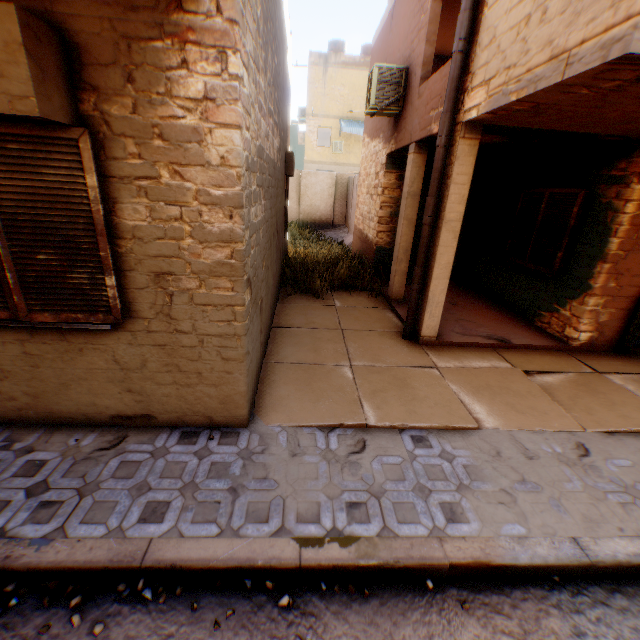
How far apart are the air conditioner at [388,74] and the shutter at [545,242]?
3.3m

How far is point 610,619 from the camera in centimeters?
228cm

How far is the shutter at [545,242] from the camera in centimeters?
588cm

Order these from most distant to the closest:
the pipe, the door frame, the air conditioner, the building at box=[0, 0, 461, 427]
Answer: the air conditioner → the door frame → the pipe → the building at box=[0, 0, 461, 427]

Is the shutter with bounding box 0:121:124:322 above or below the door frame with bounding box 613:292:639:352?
above

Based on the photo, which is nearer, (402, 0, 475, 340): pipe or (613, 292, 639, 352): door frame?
(402, 0, 475, 340): pipe

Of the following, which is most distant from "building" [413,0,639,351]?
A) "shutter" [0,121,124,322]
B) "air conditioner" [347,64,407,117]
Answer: "air conditioner" [347,64,407,117]

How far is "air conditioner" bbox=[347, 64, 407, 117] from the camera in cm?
689
